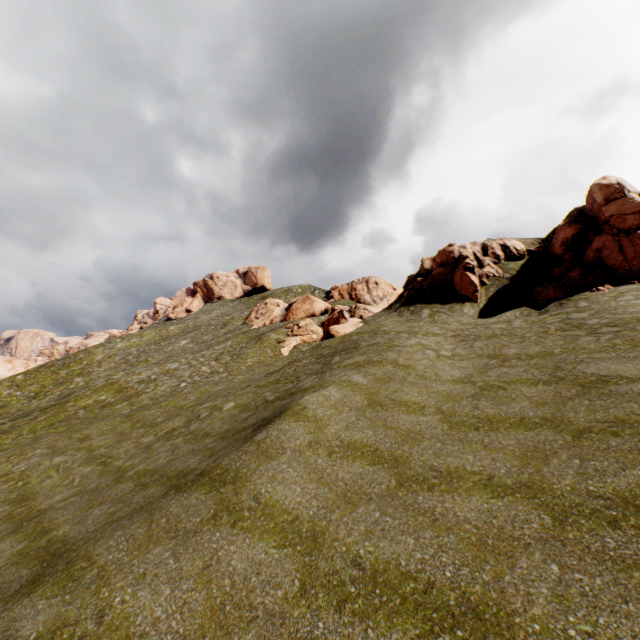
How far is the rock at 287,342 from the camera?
27.29m

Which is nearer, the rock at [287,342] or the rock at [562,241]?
the rock at [562,241]

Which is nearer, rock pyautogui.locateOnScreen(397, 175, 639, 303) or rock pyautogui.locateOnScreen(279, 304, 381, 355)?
rock pyautogui.locateOnScreen(397, 175, 639, 303)

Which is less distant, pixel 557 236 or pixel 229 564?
pixel 229 564

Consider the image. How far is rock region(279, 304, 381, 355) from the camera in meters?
27.3
